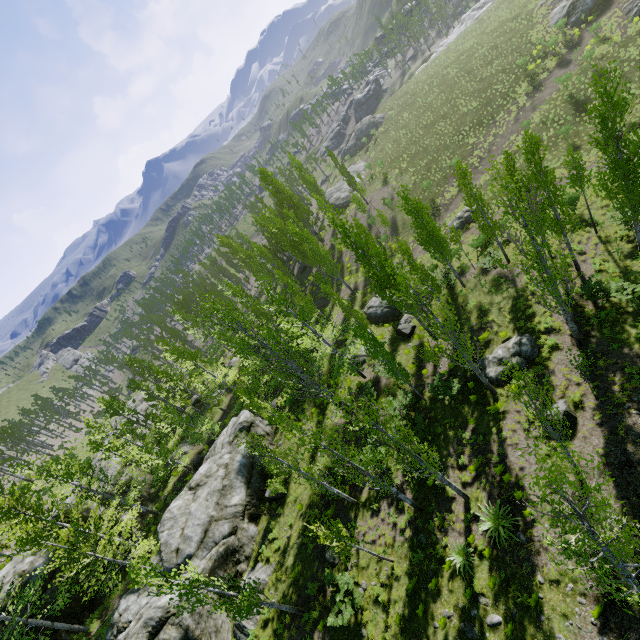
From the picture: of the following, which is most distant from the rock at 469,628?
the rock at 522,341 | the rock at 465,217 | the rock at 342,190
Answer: the rock at 342,190

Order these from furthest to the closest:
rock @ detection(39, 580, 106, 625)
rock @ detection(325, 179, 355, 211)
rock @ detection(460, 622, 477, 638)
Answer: rock @ detection(325, 179, 355, 211) < rock @ detection(39, 580, 106, 625) < rock @ detection(460, 622, 477, 638)

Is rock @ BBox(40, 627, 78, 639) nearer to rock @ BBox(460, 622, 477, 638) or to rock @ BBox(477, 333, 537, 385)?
rock @ BBox(460, 622, 477, 638)

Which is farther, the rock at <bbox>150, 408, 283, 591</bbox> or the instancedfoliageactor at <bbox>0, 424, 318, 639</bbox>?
the rock at <bbox>150, 408, 283, 591</bbox>

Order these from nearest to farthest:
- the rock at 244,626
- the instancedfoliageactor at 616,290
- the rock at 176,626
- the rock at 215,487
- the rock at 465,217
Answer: the instancedfoliageactor at 616,290
the rock at 176,626
the rock at 244,626
the rock at 215,487
the rock at 465,217

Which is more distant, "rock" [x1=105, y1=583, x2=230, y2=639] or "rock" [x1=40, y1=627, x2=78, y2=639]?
"rock" [x1=40, y1=627, x2=78, y2=639]

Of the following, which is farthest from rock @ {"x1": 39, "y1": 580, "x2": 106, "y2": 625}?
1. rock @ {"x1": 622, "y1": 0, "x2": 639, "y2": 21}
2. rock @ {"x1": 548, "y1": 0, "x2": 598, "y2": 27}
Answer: rock @ {"x1": 548, "y1": 0, "x2": 598, "y2": 27}

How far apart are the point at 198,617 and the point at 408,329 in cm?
2254
